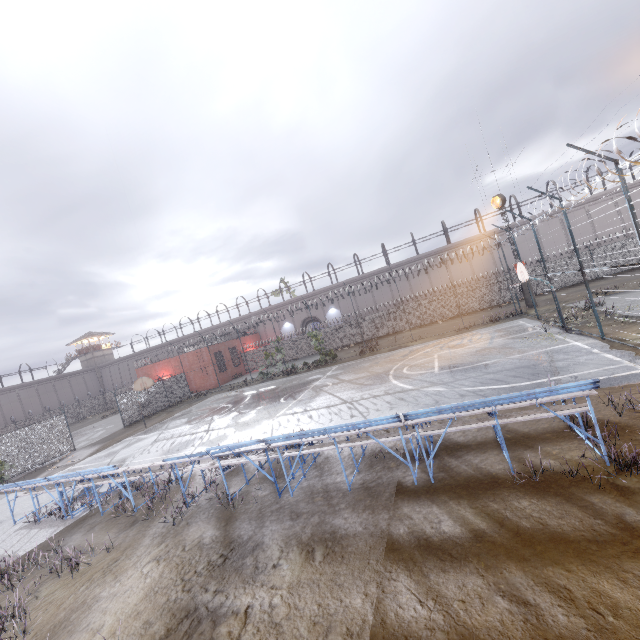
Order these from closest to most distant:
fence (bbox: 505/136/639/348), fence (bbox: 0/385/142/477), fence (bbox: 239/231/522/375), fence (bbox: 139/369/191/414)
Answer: fence (bbox: 505/136/639/348)
fence (bbox: 0/385/142/477)
fence (bbox: 139/369/191/414)
fence (bbox: 239/231/522/375)

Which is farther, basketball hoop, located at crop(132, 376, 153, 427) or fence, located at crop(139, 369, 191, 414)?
fence, located at crop(139, 369, 191, 414)

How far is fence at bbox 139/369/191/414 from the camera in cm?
2950

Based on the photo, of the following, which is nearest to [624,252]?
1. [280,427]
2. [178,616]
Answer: [280,427]

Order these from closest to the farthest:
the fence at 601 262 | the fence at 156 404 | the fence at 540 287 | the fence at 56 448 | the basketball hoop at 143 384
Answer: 1. the fence at 601 262
2. the fence at 540 287
3. the fence at 56 448
4. the basketball hoop at 143 384
5. the fence at 156 404

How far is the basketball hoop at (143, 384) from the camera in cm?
2317

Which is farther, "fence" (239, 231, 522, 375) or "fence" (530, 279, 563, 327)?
"fence" (239, 231, 522, 375)
